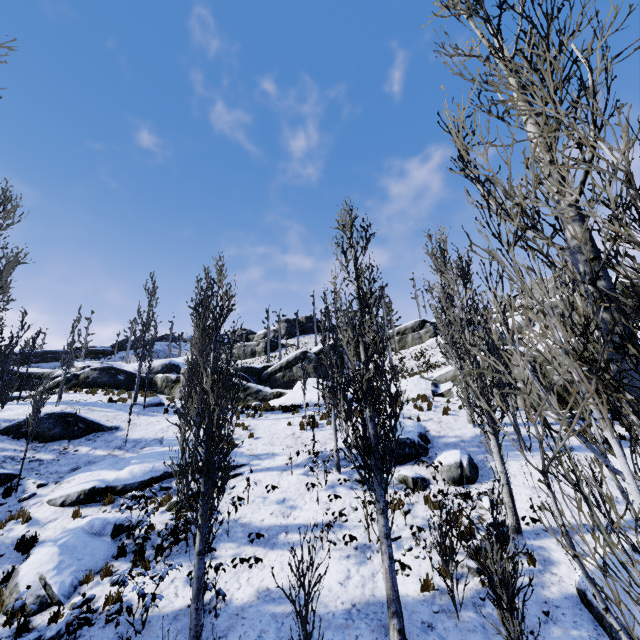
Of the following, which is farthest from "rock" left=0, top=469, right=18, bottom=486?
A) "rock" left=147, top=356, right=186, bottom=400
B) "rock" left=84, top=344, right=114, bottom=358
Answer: "rock" left=84, top=344, right=114, bottom=358

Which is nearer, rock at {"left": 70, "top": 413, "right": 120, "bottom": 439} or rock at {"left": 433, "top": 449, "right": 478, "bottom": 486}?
rock at {"left": 433, "top": 449, "right": 478, "bottom": 486}

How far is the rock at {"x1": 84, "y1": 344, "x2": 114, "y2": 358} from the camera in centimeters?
5488cm

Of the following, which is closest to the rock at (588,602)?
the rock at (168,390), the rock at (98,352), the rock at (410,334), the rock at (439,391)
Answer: the rock at (439,391)

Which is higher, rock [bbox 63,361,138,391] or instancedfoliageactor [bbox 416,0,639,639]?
rock [bbox 63,361,138,391]

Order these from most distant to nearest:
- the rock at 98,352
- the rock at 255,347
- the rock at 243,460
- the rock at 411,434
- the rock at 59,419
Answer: the rock at 255,347
the rock at 98,352
the rock at 59,419
the rock at 243,460
the rock at 411,434

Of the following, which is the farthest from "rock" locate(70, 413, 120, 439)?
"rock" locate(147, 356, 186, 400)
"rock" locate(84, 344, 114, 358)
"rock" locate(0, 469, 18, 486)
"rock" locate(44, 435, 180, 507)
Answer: "rock" locate(84, 344, 114, 358)

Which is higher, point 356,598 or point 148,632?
point 356,598
